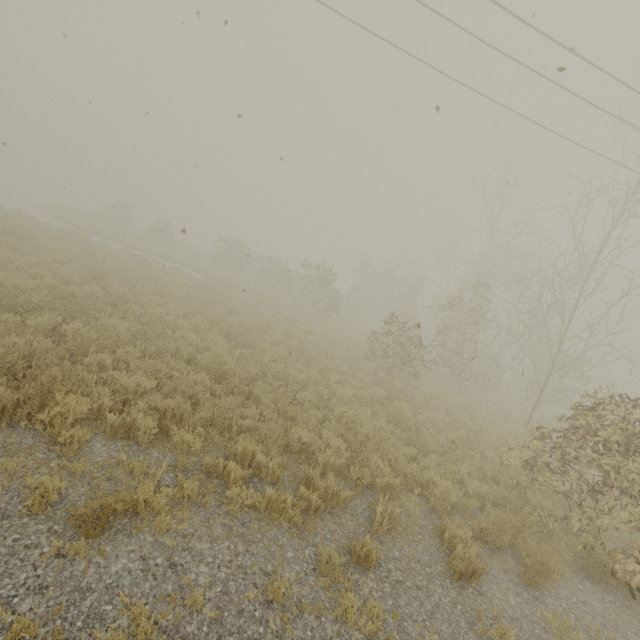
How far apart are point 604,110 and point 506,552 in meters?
12.7
